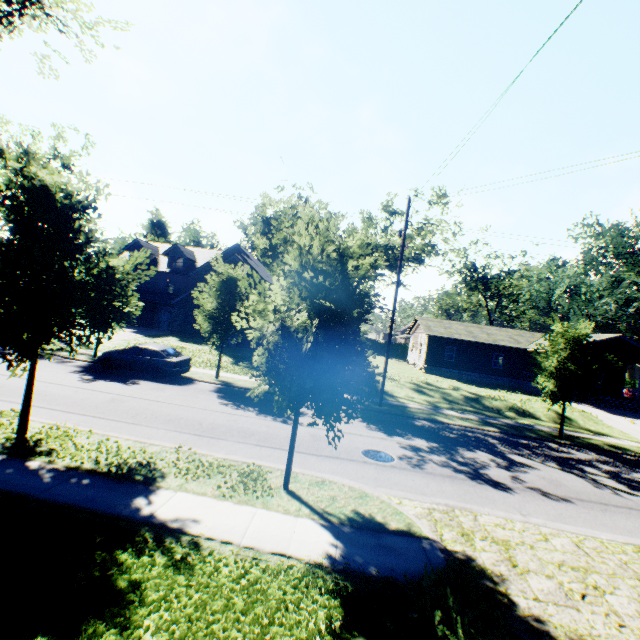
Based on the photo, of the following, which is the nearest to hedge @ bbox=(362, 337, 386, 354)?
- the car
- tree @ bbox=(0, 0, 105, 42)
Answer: tree @ bbox=(0, 0, 105, 42)

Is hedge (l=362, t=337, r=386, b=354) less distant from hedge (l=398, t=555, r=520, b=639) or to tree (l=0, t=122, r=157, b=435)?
tree (l=0, t=122, r=157, b=435)

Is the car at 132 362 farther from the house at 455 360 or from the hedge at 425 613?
the house at 455 360

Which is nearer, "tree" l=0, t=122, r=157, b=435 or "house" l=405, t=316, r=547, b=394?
"tree" l=0, t=122, r=157, b=435

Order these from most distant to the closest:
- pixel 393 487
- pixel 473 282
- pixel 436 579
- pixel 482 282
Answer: pixel 473 282 → pixel 482 282 → pixel 393 487 → pixel 436 579

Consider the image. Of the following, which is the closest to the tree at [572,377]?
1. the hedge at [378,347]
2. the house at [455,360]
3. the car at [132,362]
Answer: the car at [132,362]

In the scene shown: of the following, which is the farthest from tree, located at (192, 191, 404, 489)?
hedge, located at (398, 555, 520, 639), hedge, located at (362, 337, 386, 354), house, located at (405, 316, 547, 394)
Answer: hedge, located at (362, 337, 386, 354)

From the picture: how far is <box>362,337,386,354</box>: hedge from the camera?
57.2 meters
